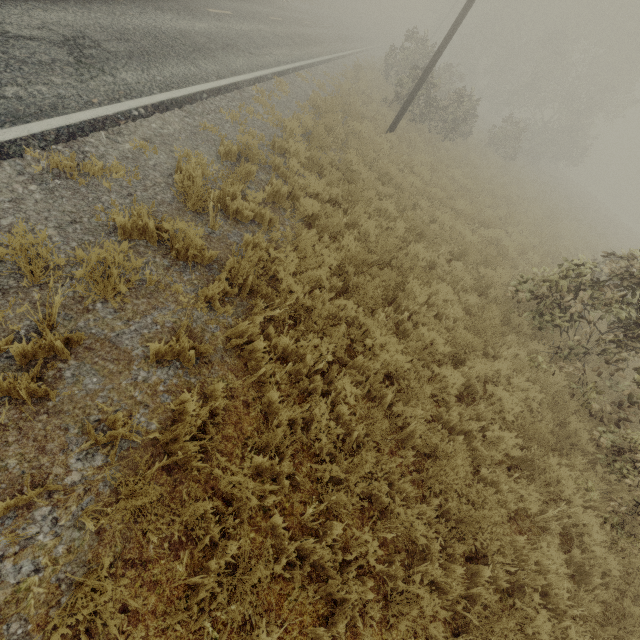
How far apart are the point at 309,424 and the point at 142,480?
1.86m
